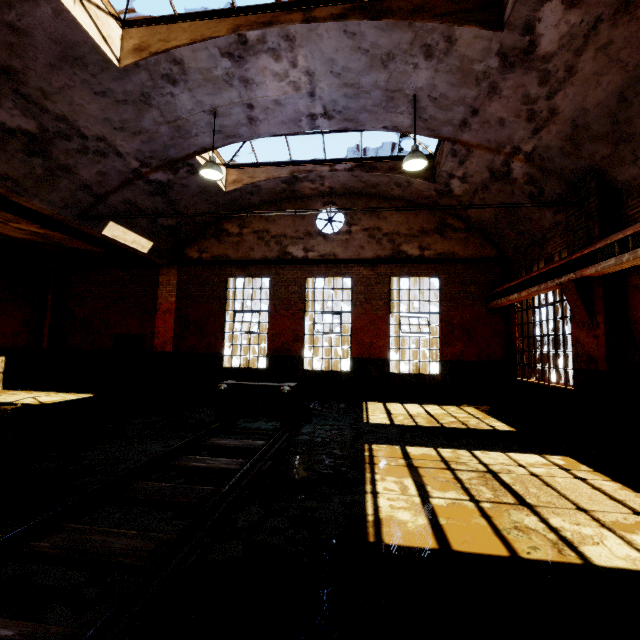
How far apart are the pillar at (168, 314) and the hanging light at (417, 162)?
9.57m

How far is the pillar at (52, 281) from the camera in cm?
1291

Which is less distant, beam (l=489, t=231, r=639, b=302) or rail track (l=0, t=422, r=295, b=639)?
rail track (l=0, t=422, r=295, b=639)

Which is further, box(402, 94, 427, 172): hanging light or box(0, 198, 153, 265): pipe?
box(0, 198, 153, 265): pipe

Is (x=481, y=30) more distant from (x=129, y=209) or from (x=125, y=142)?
(x=129, y=209)

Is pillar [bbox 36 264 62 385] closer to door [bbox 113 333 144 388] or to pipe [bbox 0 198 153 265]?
door [bbox 113 333 144 388]

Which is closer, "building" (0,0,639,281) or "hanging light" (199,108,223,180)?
"building" (0,0,639,281)

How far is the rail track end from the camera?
6.67m
